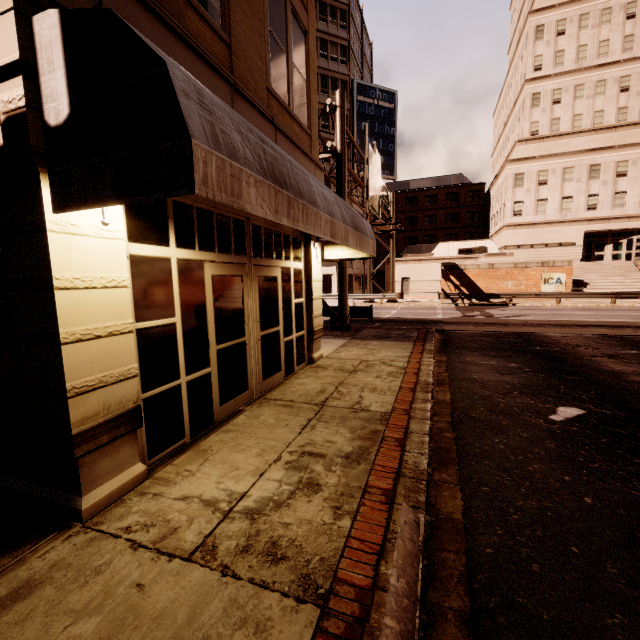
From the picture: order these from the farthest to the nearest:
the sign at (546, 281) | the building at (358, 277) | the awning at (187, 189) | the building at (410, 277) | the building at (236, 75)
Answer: the building at (358, 277)
the building at (410, 277)
the sign at (546, 281)
the building at (236, 75)
the awning at (187, 189)

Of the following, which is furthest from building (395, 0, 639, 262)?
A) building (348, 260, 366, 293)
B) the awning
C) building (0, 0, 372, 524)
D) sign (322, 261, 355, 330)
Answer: building (0, 0, 372, 524)

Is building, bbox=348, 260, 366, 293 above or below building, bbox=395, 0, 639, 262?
below

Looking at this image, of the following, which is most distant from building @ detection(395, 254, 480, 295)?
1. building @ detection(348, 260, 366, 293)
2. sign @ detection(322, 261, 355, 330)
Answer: sign @ detection(322, 261, 355, 330)

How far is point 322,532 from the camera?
2.9 meters

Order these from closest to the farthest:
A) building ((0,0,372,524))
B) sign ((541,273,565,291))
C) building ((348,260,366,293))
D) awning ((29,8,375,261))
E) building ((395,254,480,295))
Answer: awning ((29,8,375,261)) → building ((0,0,372,524)) → sign ((541,273,565,291)) → building ((395,254,480,295)) → building ((348,260,366,293))

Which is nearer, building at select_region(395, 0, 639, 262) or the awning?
the awning

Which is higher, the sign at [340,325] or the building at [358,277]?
the building at [358,277]
